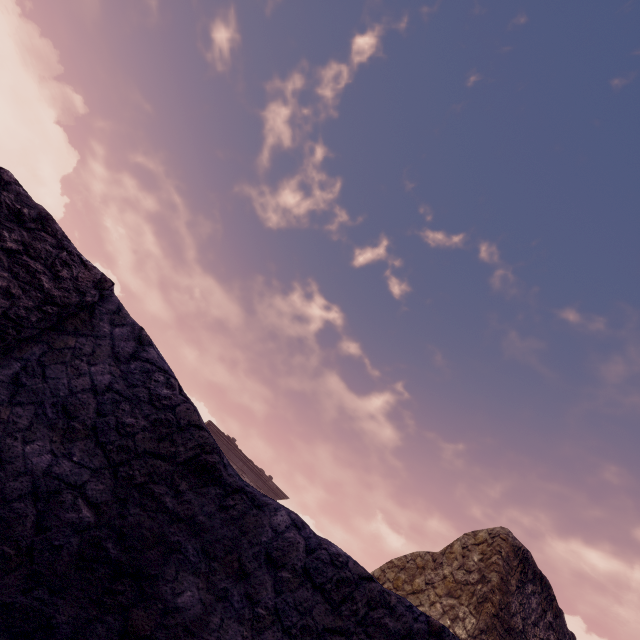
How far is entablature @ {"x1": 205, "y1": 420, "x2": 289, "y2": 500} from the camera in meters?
18.4

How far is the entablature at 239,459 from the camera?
18.36m

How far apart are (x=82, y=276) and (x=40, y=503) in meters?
0.8
